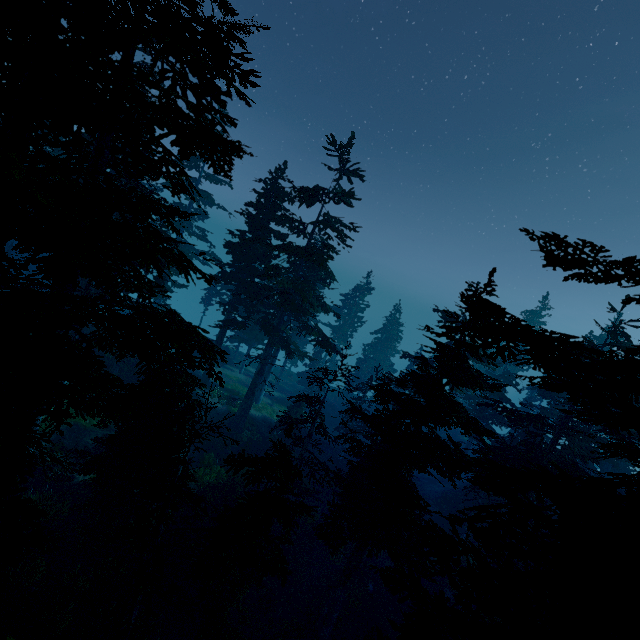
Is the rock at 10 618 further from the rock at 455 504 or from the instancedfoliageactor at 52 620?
the rock at 455 504

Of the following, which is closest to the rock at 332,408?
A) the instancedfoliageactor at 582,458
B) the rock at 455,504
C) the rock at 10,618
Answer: the instancedfoliageactor at 582,458

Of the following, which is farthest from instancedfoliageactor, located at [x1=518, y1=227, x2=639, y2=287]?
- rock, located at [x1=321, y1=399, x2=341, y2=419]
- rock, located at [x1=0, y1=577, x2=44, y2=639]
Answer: rock, located at [x1=321, y1=399, x2=341, y2=419]

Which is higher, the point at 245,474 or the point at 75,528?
the point at 245,474

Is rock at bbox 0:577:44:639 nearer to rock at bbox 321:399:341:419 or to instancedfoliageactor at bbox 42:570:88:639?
instancedfoliageactor at bbox 42:570:88:639

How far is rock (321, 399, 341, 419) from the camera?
43.69m

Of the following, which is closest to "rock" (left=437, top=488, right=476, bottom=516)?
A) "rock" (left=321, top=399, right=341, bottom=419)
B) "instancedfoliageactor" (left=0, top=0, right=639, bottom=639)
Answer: "instancedfoliageactor" (left=0, top=0, right=639, bottom=639)

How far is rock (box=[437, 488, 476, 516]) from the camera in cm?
3144
